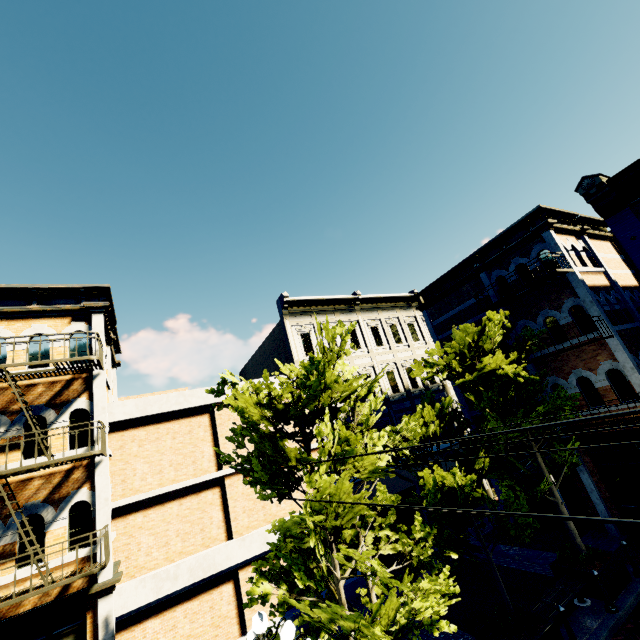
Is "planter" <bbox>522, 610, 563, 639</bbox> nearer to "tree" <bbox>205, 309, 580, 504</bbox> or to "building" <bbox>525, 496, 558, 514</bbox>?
"tree" <bbox>205, 309, 580, 504</bbox>

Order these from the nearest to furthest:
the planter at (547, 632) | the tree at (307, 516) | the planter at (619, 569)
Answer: the tree at (307, 516)
the planter at (547, 632)
the planter at (619, 569)

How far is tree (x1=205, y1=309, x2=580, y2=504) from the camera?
6.34m

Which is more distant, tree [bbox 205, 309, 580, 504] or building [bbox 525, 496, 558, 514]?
building [bbox 525, 496, 558, 514]

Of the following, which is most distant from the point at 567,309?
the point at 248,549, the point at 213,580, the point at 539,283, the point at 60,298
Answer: the point at 60,298

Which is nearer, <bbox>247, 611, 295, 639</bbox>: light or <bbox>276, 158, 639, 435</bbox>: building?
<bbox>247, 611, 295, 639</bbox>: light

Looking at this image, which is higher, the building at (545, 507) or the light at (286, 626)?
the light at (286, 626)
